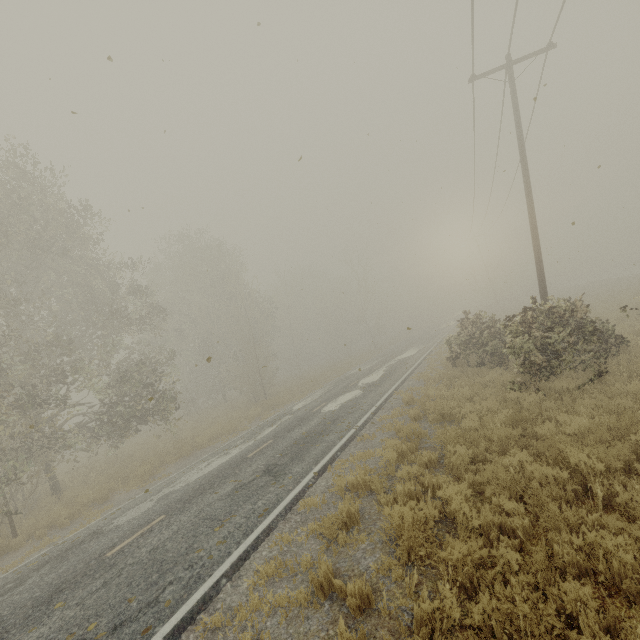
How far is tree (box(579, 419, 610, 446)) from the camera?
6.1 meters

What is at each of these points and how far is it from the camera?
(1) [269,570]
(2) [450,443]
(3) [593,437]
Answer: (1) tree, 5.4 meters
(2) tree, 7.8 meters
(3) tree, 6.2 meters

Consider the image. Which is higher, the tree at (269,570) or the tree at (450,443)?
the tree at (450,443)

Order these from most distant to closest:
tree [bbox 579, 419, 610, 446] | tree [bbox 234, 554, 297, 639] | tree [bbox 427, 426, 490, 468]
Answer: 1. tree [bbox 427, 426, 490, 468]
2. tree [bbox 579, 419, 610, 446]
3. tree [bbox 234, 554, 297, 639]

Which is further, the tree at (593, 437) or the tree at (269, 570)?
the tree at (593, 437)

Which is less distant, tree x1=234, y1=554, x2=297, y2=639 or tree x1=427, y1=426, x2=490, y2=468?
tree x1=234, y1=554, x2=297, y2=639
